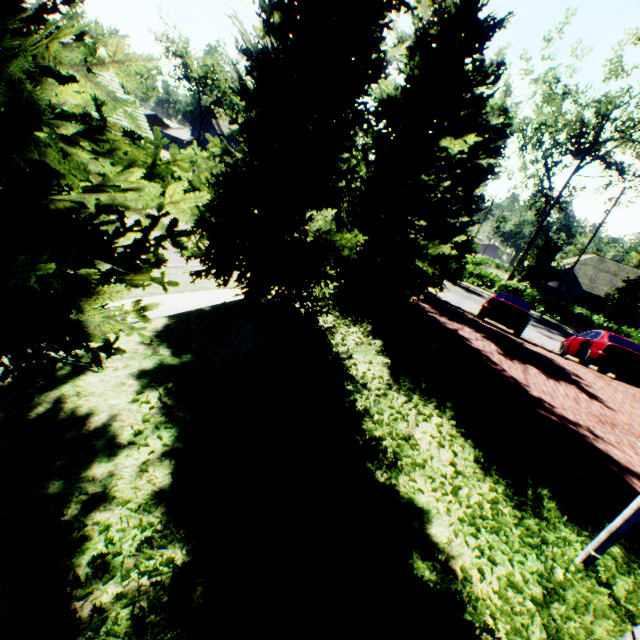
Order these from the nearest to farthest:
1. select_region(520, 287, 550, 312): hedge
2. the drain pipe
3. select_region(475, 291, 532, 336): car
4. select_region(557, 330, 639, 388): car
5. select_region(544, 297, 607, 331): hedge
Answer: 1. the drain pipe
2. select_region(557, 330, 639, 388): car
3. select_region(475, 291, 532, 336): car
4. select_region(544, 297, 607, 331): hedge
5. select_region(520, 287, 550, 312): hedge

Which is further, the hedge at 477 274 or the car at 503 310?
the hedge at 477 274

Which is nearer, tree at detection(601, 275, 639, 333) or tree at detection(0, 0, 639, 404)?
tree at detection(0, 0, 639, 404)

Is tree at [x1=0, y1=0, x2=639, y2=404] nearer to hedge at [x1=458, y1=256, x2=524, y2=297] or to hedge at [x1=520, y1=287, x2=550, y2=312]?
hedge at [x1=458, y1=256, x2=524, y2=297]

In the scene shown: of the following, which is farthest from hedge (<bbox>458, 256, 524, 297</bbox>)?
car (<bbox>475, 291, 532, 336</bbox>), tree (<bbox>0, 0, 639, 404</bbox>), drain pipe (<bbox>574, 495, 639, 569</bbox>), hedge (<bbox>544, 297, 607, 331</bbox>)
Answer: drain pipe (<bbox>574, 495, 639, 569</bbox>)

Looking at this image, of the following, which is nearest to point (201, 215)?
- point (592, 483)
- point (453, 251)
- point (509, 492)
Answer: point (509, 492)

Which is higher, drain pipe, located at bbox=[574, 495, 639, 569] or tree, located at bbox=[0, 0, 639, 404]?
tree, located at bbox=[0, 0, 639, 404]

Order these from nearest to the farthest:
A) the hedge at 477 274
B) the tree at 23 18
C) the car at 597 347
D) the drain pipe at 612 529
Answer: the tree at 23 18 < the drain pipe at 612 529 < the car at 597 347 < the hedge at 477 274
